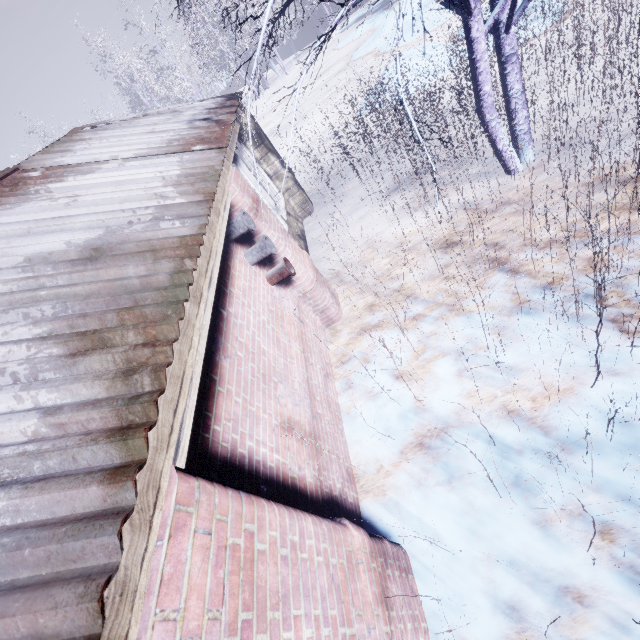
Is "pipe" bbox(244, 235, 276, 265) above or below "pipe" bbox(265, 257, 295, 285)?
above

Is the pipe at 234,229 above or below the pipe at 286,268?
above

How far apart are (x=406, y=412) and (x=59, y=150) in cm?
483

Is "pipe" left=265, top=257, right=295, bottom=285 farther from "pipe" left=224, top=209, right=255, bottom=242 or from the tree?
the tree

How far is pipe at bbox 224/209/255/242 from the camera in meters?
3.0 m

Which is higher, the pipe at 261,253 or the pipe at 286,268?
the pipe at 261,253

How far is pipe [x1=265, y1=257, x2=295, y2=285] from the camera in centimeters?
341cm

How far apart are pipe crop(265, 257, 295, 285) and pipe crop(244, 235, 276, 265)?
0.2m
